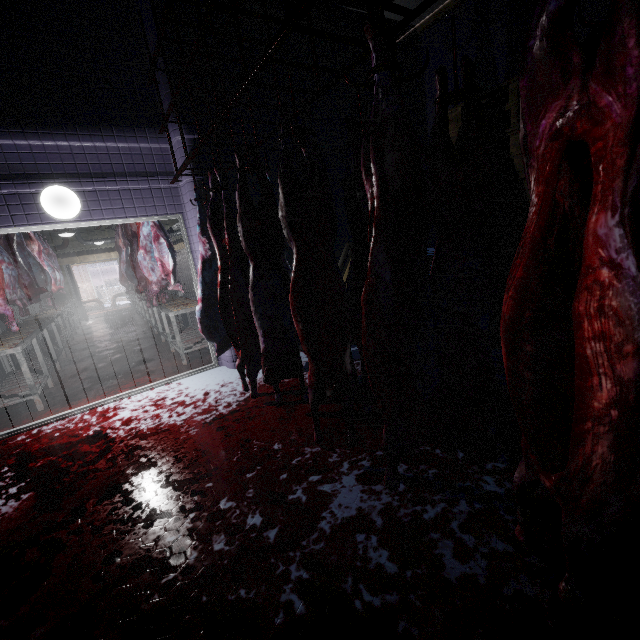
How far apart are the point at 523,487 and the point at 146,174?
4.3 meters

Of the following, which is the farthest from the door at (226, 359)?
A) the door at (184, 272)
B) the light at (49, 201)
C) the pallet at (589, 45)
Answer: the door at (184, 272)

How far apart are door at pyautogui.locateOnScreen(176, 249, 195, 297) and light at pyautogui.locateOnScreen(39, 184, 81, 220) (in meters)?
9.83

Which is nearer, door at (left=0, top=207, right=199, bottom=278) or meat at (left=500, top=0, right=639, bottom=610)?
meat at (left=500, top=0, right=639, bottom=610)

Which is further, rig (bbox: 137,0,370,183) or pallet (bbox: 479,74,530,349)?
pallet (bbox: 479,74,530,349)

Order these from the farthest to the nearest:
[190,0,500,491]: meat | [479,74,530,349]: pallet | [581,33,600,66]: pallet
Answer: [479,74,530,349]: pallet < [581,33,600,66]: pallet < [190,0,500,491]: meat

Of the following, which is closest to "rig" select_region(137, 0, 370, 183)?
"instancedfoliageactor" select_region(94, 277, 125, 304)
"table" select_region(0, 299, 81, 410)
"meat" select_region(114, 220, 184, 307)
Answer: "meat" select_region(114, 220, 184, 307)

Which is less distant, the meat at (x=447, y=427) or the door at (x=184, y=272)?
the meat at (x=447, y=427)
